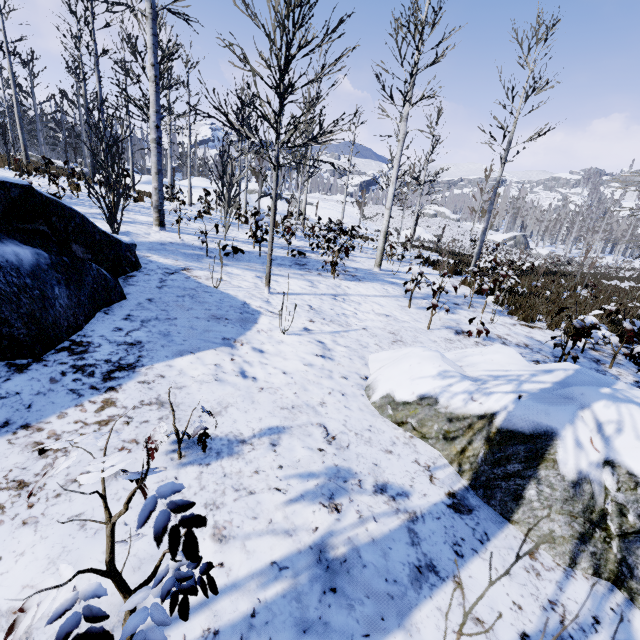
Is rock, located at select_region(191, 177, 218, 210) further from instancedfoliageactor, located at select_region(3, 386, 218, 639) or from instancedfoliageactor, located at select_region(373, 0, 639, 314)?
instancedfoliageactor, located at select_region(3, 386, 218, 639)

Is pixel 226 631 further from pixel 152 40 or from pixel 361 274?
pixel 152 40

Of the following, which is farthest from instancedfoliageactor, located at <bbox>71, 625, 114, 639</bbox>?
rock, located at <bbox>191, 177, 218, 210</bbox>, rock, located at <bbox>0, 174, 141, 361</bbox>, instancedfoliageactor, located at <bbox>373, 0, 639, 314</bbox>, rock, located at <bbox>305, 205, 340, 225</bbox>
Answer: rock, located at <bbox>191, 177, 218, 210</bbox>

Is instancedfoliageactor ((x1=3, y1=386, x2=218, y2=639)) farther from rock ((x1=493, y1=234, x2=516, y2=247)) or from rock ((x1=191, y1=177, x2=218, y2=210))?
rock ((x1=493, y1=234, x2=516, y2=247))

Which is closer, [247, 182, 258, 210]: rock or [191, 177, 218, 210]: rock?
[191, 177, 218, 210]: rock

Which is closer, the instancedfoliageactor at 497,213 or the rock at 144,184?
the instancedfoliageactor at 497,213

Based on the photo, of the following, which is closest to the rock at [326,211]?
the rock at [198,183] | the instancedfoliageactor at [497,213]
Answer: the rock at [198,183]

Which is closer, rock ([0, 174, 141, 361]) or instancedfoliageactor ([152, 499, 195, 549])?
instancedfoliageactor ([152, 499, 195, 549])
